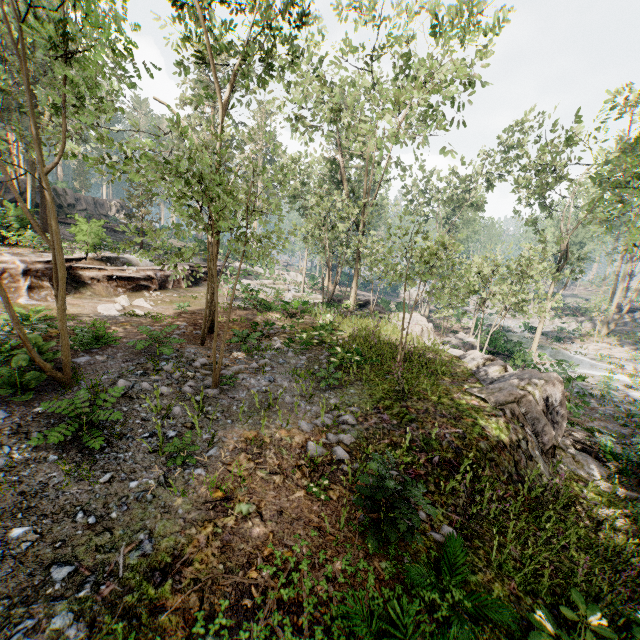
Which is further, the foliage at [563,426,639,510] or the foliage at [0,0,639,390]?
the foliage at [563,426,639,510]

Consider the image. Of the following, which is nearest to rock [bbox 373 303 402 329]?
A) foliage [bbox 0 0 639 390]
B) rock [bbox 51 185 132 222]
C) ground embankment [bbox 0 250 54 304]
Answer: foliage [bbox 0 0 639 390]

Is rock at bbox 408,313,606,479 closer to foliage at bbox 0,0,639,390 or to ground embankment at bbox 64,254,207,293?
foliage at bbox 0,0,639,390

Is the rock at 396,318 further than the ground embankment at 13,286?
Yes

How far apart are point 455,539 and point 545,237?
25.4 meters

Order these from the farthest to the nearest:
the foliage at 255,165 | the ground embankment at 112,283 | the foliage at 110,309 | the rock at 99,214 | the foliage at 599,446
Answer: the rock at 99,214 → the ground embankment at 112,283 → the foliage at 110,309 → the foliage at 599,446 → the foliage at 255,165

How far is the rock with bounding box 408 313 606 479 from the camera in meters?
10.1
